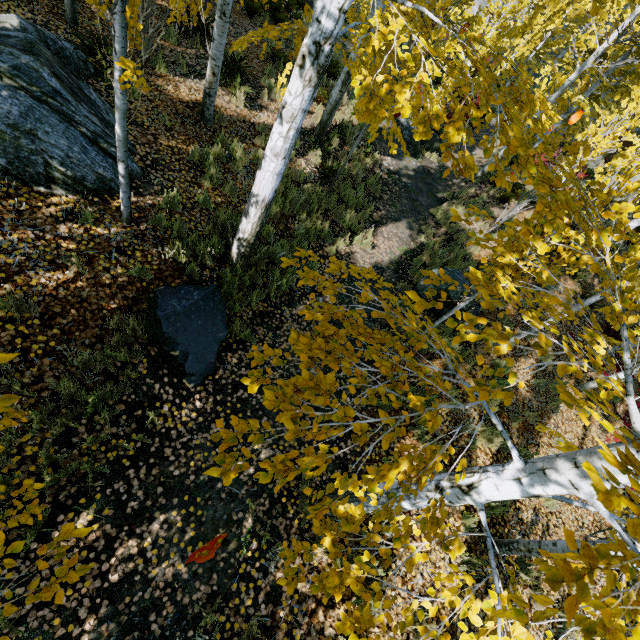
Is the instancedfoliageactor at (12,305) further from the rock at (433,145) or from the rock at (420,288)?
the rock at (420,288)

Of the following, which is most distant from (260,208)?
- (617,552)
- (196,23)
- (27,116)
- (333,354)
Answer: (196,23)

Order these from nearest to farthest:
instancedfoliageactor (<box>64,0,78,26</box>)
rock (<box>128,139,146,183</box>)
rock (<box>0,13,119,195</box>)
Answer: rock (<box>0,13,119,195</box>)
rock (<box>128,139,146,183</box>)
instancedfoliageactor (<box>64,0,78,26</box>)

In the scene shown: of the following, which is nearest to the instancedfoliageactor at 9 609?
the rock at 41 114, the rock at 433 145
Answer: the rock at 41 114

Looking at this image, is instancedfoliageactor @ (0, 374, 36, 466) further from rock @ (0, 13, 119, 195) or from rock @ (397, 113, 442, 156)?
rock @ (397, 113, 442, 156)

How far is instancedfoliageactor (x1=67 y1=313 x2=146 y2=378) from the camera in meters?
3.6

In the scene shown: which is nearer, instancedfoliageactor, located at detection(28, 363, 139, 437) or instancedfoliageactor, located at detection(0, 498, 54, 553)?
instancedfoliageactor, located at detection(0, 498, 54, 553)
